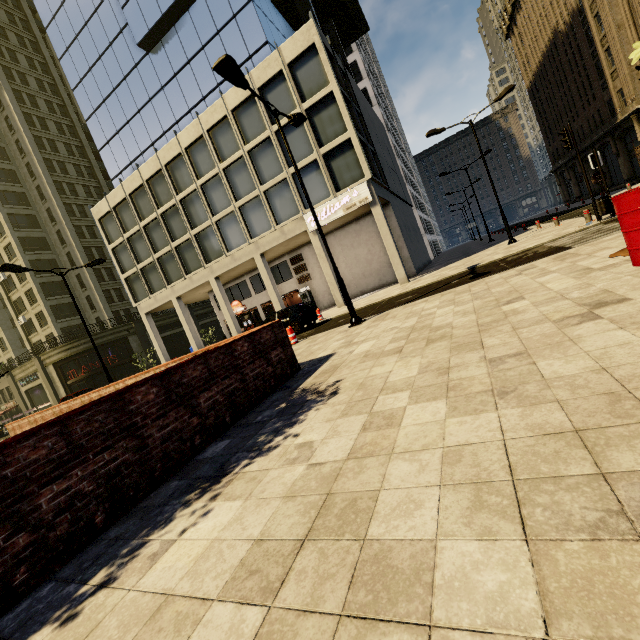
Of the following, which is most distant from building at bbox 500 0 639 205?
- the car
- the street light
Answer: the street light

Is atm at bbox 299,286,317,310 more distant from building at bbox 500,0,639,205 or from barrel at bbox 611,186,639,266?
barrel at bbox 611,186,639,266

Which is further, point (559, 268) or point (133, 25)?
point (133, 25)

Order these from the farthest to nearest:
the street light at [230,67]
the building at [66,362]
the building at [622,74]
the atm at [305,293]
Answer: the building at [66,362], the atm at [305,293], the building at [622,74], the street light at [230,67]

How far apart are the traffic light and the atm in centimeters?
1960cm

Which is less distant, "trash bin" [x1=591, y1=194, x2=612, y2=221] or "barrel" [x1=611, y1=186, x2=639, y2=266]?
"barrel" [x1=611, y1=186, x2=639, y2=266]

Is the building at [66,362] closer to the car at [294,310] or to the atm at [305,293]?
the atm at [305,293]

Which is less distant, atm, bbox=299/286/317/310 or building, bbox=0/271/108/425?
atm, bbox=299/286/317/310
